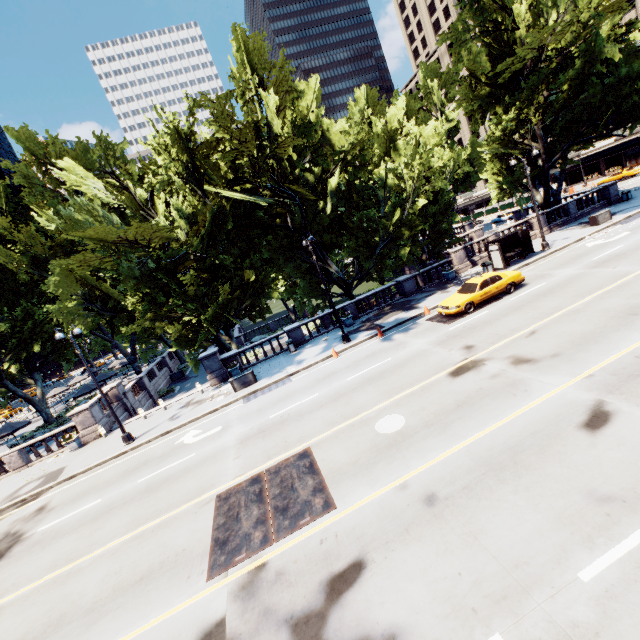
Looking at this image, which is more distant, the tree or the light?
the tree

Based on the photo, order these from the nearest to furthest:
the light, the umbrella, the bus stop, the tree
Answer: the light
the tree
the bus stop
the umbrella

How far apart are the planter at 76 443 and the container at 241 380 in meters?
11.2

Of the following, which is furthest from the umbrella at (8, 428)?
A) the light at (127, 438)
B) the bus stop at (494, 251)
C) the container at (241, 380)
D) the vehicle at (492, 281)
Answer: the bus stop at (494, 251)

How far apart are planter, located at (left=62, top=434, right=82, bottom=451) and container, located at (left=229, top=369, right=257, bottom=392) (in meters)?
11.24

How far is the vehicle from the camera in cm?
1814

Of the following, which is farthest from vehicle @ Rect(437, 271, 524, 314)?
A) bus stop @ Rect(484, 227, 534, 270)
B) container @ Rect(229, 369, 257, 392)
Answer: container @ Rect(229, 369, 257, 392)

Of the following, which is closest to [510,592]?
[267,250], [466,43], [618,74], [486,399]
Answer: [486,399]
